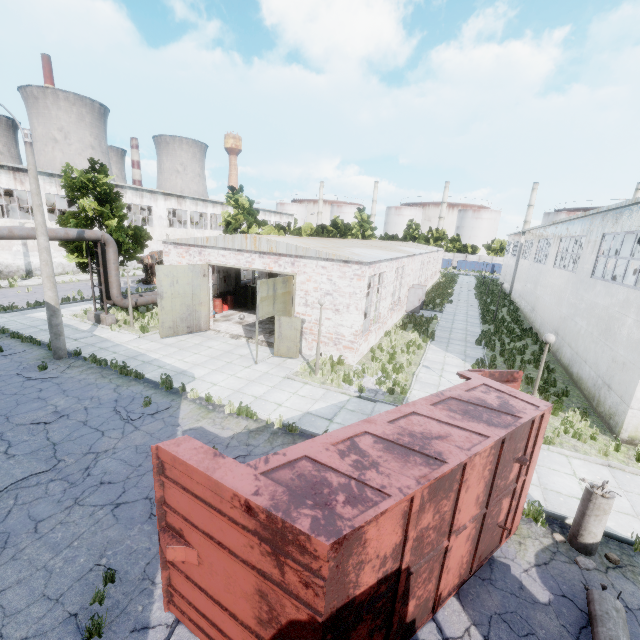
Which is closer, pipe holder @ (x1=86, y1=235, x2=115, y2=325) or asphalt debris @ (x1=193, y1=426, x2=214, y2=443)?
asphalt debris @ (x1=193, y1=426, x2=214, y2=443)

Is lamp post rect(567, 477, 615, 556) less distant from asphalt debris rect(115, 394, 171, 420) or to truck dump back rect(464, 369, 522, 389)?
truck dump back rect(464, 369, 522, 389)

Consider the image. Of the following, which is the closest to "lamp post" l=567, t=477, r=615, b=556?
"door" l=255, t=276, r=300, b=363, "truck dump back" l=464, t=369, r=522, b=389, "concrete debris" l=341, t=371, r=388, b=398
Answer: "truck dump back" l=464, t=369, r=522, b=389

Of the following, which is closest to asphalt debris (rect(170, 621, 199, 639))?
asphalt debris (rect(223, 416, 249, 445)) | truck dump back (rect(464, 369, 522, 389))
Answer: asphalt debris (rect(223, 416, 249, 445))

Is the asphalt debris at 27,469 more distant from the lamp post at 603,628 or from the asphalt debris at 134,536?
the lamp post at 603,628

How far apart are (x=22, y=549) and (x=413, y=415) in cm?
764

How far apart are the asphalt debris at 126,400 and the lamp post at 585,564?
11.25m

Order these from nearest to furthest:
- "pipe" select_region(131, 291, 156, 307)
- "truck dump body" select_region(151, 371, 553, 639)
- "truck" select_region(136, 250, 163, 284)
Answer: "truck dump body" select_region(151, 371, 553, 639) → "pipe" select_region(131, 291, 156, 307) → "truck" select_region(136, 250, 163, 284)
